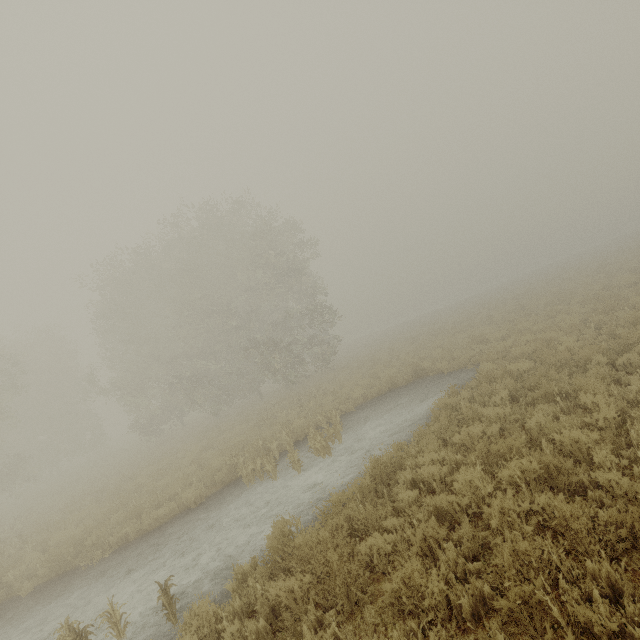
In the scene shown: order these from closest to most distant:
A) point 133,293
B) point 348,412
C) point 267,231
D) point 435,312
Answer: point 348,412 < point 133,293 < point 267,231 < point 435,312
